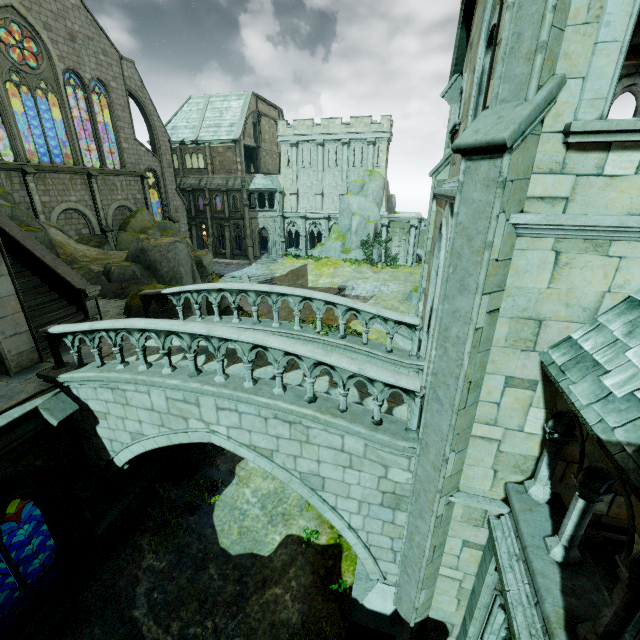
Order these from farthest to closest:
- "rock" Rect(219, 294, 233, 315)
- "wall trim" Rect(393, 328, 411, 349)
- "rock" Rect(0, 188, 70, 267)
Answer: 1. "wall trim" Rect(393, 328, 411, 349)
2. "rock" Rect(219, 294, 233, 315)
3. "rock" Rect(0, 188, 70, 267)

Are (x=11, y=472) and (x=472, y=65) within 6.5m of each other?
no

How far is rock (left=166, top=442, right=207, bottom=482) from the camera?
11.8 meters

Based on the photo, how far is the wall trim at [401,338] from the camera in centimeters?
2211cm

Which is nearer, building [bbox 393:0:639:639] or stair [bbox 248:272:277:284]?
building [bbox 393:0:639:639]

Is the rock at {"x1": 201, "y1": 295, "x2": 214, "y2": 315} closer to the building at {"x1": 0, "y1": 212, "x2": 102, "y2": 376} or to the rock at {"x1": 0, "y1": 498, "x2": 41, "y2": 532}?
the building at {"x1": 0, "y1": 212, "x2": 102, "y2": 376}

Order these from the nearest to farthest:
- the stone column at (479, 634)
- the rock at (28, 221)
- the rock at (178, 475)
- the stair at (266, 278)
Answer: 1. the stone column at (479, 634)
2. the rock at (178, 475)
3. the rock at (28, 221)
4. the stair at (266, 278)

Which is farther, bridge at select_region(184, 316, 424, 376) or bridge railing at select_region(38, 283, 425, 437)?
bridge at select_region(184, 316, 424, 376)
